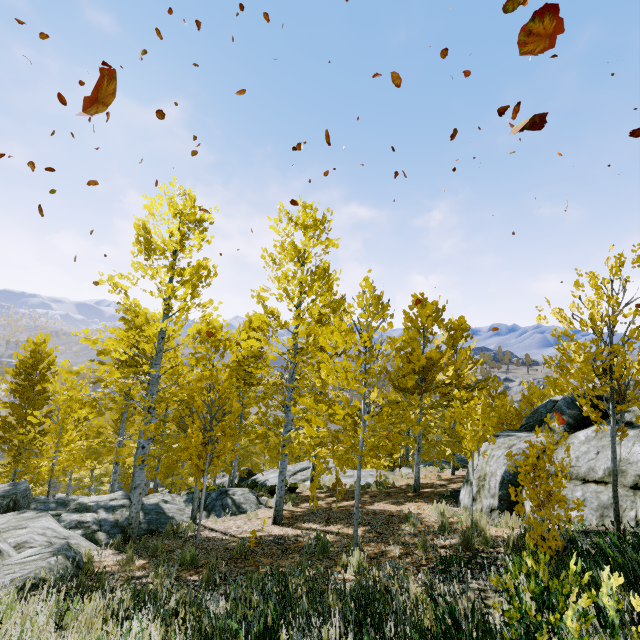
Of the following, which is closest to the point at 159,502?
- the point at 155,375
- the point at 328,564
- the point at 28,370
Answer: the point at 155,375

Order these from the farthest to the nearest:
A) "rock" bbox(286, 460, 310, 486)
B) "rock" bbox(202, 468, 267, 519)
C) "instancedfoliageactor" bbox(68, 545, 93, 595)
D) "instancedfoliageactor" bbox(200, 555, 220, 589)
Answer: "rock" bbox(286, 460, 310, 486) < "rock" bbox(202, 468, 267, 519) < "instancedfoliageactor" bbox(200, 555, 220, 589) < "instancedfoliageactor" bbox(68, 545, 93, 595)

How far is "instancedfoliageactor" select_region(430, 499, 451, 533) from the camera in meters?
7.2 m

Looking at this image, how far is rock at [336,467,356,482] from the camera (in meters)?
17.92

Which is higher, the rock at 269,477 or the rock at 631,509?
the rock at 631,509

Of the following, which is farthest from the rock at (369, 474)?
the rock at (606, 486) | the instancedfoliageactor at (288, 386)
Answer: the rock at (606, 486)

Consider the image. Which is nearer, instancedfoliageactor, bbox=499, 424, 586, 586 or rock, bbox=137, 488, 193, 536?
instancedfoliageactor, bbox=499, 424, 586, 586
